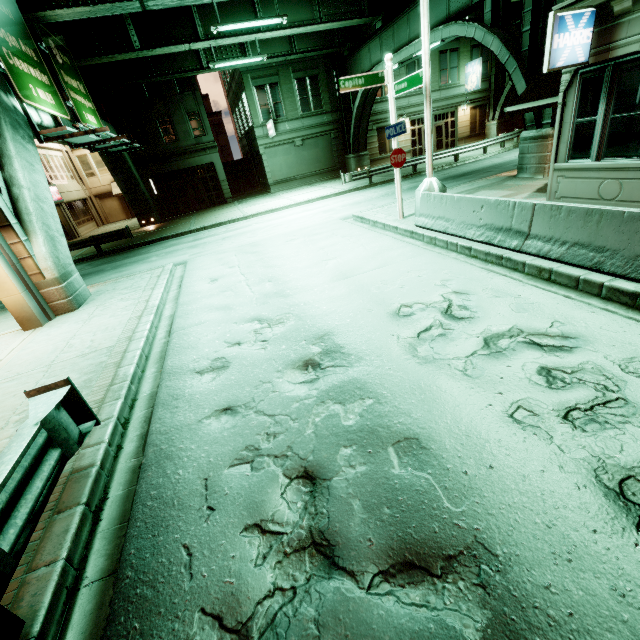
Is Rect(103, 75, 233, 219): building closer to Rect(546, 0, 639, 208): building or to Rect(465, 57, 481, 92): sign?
Rect(465, 57, 481, 92): sign

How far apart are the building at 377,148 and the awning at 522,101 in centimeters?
2270cm

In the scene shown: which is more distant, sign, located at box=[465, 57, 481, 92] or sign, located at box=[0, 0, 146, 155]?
sign, located at box=[465, 57, 481, 92]

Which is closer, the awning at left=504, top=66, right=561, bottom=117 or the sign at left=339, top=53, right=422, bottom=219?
the awning at left=504, top=66, right=561, bottom=117

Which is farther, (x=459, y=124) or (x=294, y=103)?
(x=459, y=124)

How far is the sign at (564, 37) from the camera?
6.5 meters

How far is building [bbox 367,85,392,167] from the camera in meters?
29.2

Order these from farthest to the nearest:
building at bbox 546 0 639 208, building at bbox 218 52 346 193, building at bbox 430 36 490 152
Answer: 1. building at bbox 430 36 490 152
2. building at bbox 218 52 346 193
3. building at bbox 546 0 639 208
